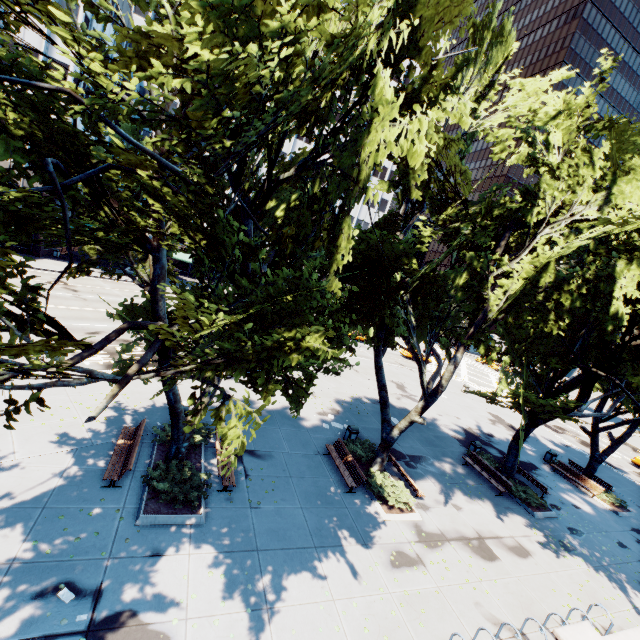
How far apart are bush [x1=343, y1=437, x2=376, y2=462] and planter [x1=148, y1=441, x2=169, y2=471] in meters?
7.5 m

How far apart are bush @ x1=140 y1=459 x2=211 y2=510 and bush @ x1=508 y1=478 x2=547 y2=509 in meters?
16.4

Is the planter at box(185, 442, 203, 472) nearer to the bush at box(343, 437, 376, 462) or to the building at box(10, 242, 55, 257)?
the bush at box(343, 437, 376, 462)

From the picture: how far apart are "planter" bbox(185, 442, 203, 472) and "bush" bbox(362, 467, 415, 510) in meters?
7.2

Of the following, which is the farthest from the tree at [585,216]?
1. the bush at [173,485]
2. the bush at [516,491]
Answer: the bush at [173,485]

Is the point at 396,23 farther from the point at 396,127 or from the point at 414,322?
the point at 414,322

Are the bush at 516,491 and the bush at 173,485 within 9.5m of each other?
no
